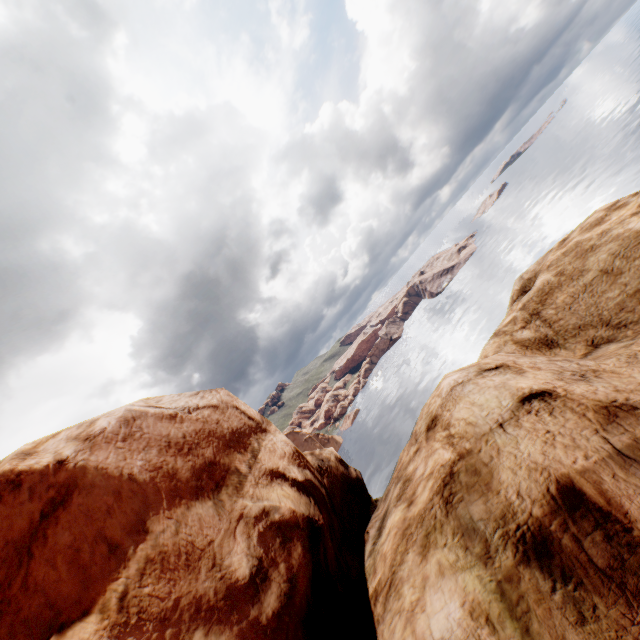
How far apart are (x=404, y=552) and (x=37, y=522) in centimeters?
310cm
